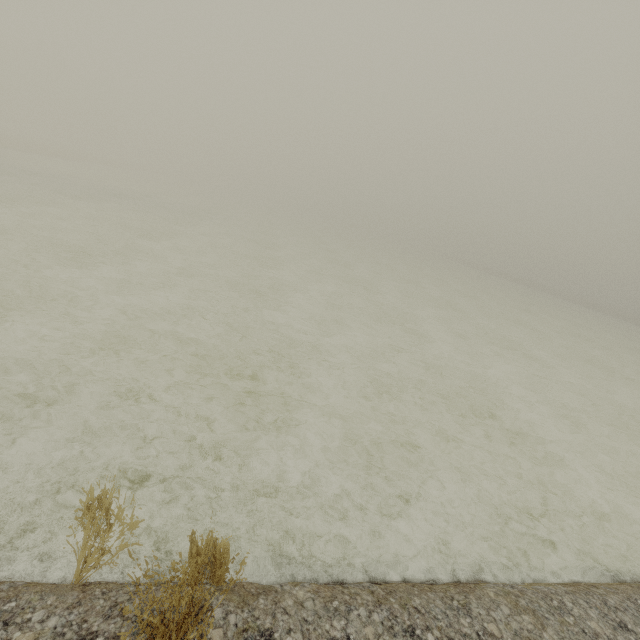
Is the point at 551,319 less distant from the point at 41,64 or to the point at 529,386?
the point at 529,386
